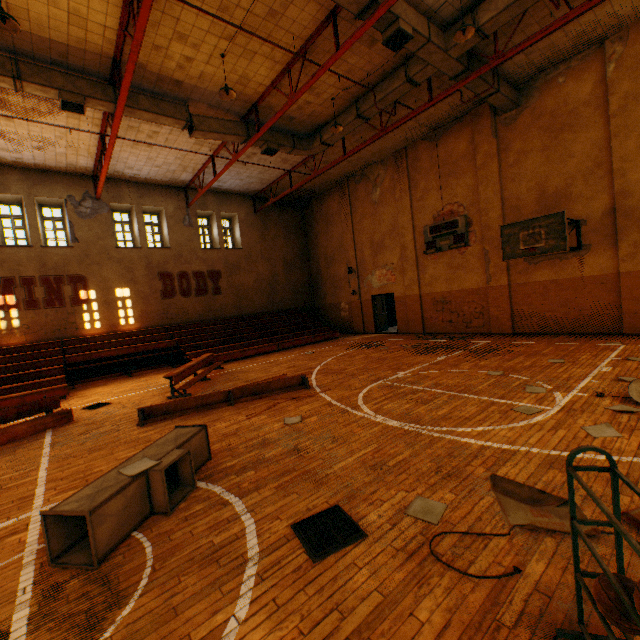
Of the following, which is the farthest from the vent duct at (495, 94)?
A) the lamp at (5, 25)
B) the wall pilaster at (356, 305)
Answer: the wall pilaster at (356, 305)

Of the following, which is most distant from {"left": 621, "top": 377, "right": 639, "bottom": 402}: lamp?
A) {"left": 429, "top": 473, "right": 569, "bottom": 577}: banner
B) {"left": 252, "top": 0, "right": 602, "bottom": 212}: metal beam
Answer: {"left": 252, "top": 0, "right": 602, "bottom": 212}: metal beam

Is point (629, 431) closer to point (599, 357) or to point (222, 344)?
point (599, 357)

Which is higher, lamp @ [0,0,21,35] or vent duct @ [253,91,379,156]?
vent duct @ [253,91,379,156]

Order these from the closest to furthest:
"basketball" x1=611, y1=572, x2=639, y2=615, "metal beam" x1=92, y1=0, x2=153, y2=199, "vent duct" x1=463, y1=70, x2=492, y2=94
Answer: "basketball" x1=611, y1=572, x2=639, y2=615
"metal beam" x1=92, y1=0, x2=153, y2=199
"vent duct" x1=463, y1=70, x2=492, y2=94

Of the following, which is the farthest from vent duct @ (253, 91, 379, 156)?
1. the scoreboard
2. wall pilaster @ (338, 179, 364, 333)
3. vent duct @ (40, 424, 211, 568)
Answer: vent duct @ (40, 424, 211, 568)

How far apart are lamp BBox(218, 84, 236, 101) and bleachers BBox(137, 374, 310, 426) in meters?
7.7 m

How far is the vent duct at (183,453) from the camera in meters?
3.0
